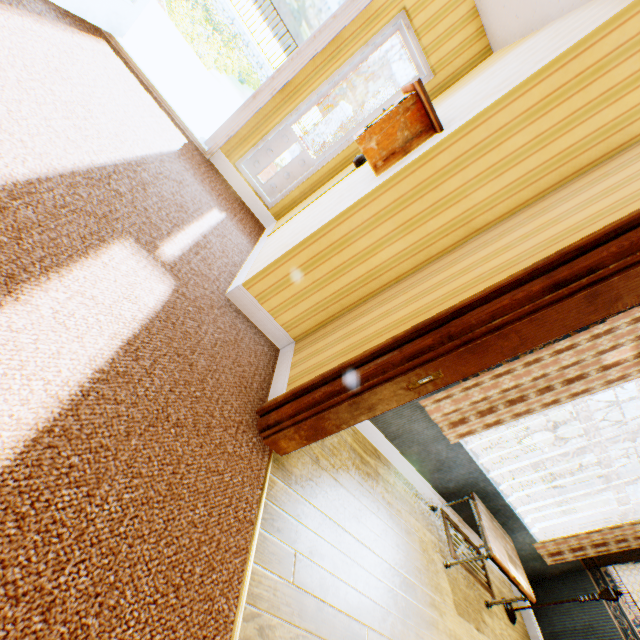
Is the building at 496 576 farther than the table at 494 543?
Yes

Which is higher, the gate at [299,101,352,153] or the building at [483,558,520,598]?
the gate at [299,101,352,153]

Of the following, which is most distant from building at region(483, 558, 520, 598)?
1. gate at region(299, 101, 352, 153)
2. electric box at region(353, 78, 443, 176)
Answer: gate at region(299, 101, 352, 153)

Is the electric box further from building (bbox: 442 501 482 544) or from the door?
the door

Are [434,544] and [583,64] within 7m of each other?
yes

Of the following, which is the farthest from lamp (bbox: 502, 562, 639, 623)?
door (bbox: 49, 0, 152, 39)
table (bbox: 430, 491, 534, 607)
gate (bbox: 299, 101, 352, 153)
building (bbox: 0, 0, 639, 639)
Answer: gate (bbox: 299, 101, 352, 153)

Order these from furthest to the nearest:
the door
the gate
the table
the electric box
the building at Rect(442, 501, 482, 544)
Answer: the gate → the building at Rect(442, 501, 482, 544) → the table → the door → the electric box

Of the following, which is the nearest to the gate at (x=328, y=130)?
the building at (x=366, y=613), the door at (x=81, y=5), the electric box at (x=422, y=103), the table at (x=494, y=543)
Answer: the building at (x=366, y=613)
